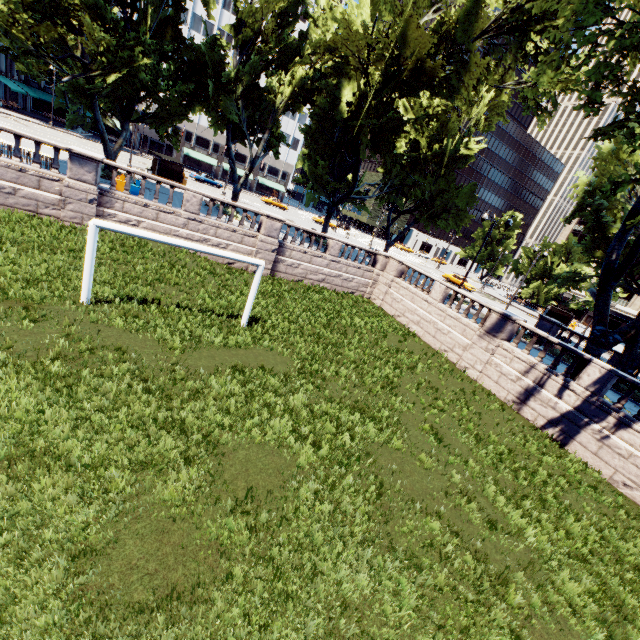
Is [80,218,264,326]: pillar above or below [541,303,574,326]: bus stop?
below

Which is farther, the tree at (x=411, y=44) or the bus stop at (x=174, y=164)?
the bus stop at (x=174, y=164)

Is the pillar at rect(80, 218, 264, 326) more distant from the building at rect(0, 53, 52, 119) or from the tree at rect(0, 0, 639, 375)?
the building at rect(0, 53, 52, 119)

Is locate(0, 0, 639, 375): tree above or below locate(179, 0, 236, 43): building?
below

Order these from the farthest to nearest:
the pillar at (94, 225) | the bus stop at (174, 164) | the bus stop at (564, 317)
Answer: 1. the bus stop at (564, 317)
2. the bus stop at (174, 164)
3. the pillar at (94, 225)

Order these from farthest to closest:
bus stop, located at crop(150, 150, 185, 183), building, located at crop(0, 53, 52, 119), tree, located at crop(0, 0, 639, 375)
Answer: building, located at crop(0, 53, 52, 119)
bus stop, located at crop(150, 150, 185, 183)
tree, located at crop(0, 0, 639, 375)

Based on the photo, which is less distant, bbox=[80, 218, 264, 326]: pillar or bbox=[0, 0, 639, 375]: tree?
bbox=[80, 218, 264, 326]: pillar

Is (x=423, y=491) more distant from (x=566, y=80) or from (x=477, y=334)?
(x=566, y=80)
